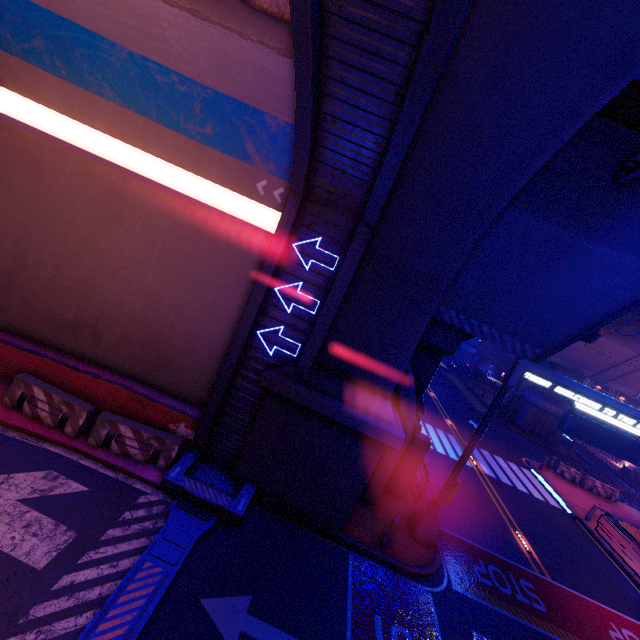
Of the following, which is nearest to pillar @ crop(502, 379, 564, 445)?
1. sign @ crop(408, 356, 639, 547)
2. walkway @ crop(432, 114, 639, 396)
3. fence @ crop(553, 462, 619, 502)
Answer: fence @ crop(553, 462, 619, 502)

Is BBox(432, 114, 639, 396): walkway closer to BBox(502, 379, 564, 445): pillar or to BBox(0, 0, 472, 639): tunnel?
BBox(0, 0, 472, 639): tunnel

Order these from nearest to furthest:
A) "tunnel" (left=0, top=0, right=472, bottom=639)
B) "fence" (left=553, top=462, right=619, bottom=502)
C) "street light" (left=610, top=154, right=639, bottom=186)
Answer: "tunnel" (left=0, top=0, right=472, bottom=639) → "street light" (left=610, top=154, right=639, bottom=186) → "fence" (left=553, top=462, right=619, bottom=502)

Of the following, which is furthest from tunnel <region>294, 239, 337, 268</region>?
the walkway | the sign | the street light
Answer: the street light

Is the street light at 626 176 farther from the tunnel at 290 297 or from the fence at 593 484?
the fence at 593 484

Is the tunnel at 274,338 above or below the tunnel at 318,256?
below

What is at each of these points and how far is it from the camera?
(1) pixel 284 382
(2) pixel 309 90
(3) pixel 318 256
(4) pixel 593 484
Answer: (1) wall arch, 9.27m
(2) tunnel, 6.24m
(3) tunnel, 9.30m
(4) fence, 23.50m

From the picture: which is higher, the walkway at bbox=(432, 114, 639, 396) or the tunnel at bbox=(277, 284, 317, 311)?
the walkway at bbox=(432, 114, 639, 396)
